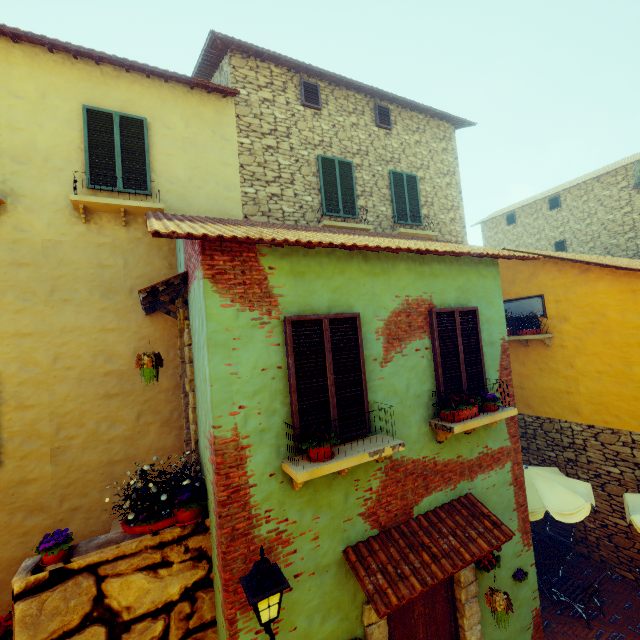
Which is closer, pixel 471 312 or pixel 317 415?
pixel 317 415

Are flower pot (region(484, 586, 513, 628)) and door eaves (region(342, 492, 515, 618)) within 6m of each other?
yes

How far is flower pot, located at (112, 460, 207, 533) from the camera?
3.9m

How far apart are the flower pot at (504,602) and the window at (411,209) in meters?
8.5

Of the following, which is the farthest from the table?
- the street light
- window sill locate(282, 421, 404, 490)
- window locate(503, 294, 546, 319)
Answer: the street light

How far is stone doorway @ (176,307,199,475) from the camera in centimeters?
495cm

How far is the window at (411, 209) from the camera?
9.8m

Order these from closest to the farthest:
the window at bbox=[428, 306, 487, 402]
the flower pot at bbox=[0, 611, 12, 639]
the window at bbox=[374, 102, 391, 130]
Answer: the flower pot at bbox=[0, 611, 12, 639], the window at bbox=[428, 306, 487, 402], the window at bbox=[374, 102, 391, 130]
